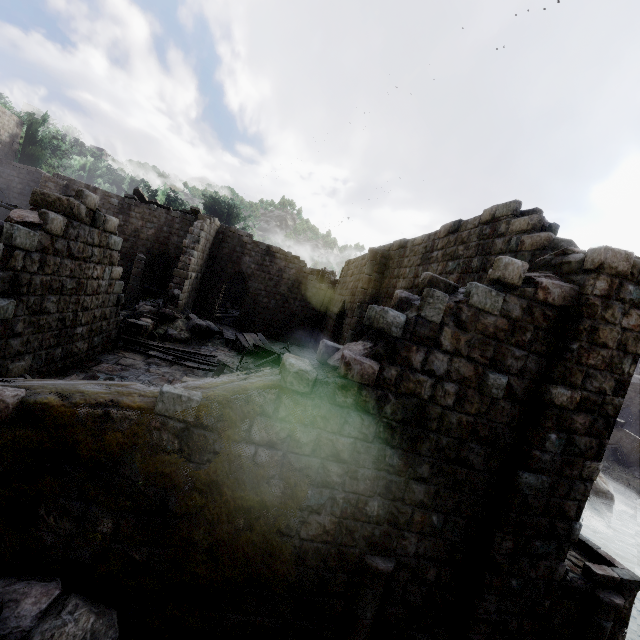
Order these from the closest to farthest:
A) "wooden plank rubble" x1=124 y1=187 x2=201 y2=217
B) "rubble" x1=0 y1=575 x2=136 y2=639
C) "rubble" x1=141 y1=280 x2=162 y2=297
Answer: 1. "rubble" x1=0 y1=575 x2=136 y2=639
2. "wooden plank rubble" x1=124 y1=187 x2=201 y2=217
3. "rubble" x1=141 y1=280 x2=162 y2=297

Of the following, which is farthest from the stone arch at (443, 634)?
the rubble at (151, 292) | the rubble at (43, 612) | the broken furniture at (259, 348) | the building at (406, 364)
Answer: the rubble at (151, 292)

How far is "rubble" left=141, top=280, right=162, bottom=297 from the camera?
26.4m

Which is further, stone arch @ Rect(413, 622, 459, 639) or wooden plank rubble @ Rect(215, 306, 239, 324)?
wooden plank rubble @ Rect(215, 306, 239, 324)

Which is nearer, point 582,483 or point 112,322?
point 582,483

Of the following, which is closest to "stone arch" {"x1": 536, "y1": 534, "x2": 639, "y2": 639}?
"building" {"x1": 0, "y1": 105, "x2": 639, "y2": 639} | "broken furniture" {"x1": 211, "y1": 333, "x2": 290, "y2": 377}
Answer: "building" {"x1": 0, "y1": 105, "x2": 639, "y2": 639}

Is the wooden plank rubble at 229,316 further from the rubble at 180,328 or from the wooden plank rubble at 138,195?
the wooden plank rubble at 138,195

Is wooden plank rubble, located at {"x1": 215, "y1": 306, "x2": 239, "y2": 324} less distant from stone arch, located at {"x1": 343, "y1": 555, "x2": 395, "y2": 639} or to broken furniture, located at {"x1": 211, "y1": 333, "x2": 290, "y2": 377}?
broken furniture, located at {"x1": 211, "y1": 333, "x2": 290, "y2": 377}
